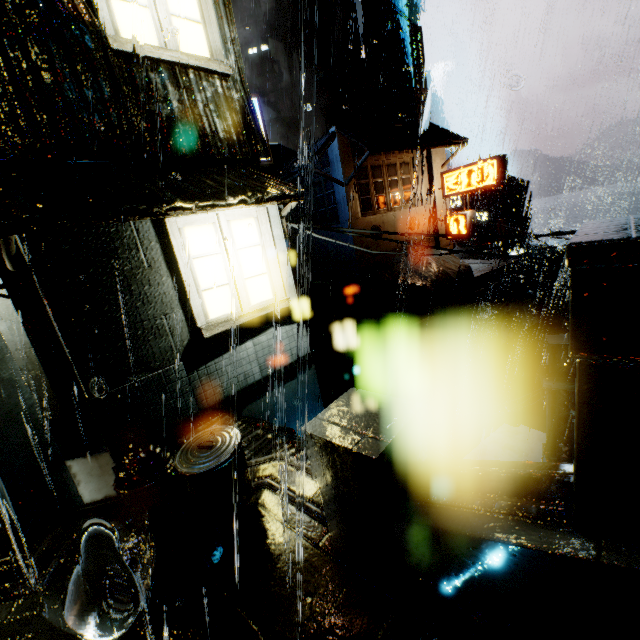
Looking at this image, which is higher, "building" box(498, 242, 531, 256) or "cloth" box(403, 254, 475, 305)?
"cloth" box(403, 254, 475, 305)

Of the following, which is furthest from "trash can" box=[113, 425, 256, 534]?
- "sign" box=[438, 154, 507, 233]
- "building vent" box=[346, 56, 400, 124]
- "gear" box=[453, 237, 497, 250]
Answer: "building vent" box=[346, 56, 400, 124]

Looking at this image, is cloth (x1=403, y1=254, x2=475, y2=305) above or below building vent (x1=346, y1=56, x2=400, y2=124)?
below

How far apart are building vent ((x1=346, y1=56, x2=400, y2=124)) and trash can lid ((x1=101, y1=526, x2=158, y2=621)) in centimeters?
4493cm

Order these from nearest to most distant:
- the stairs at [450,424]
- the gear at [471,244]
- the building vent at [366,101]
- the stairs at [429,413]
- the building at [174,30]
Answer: the building at [174,30] < the stairs at [429,413] < the stairs at [450,424] < the gear at [471,244] < the building vent at [366,101]

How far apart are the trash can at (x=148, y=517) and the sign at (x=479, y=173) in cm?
1985

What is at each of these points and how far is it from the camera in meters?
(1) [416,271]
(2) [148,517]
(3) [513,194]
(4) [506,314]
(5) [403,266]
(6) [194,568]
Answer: (1) cloth, 19.8 m
(2) trash can, 3.6 m
(3) building, 46.0 m
(4) gear, 42.2 m
(5) cloth, 20.0 m
(6) trash bag, 3.3 m

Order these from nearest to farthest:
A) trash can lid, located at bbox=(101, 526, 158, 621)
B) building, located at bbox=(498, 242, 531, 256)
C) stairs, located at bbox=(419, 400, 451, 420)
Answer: trash can lid, located at bbox=(101, 526, 158, 621), stairs, located at bbox=(419, 400, 451, 420), building, located at bbox=(498, 242, 531, 256)
